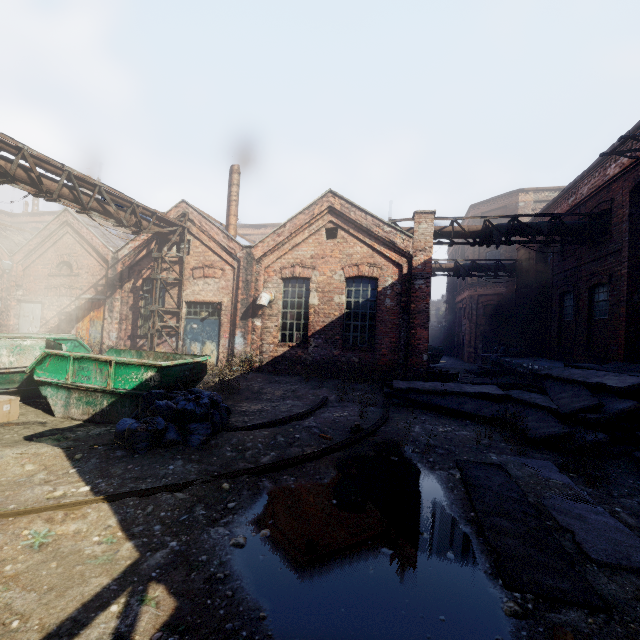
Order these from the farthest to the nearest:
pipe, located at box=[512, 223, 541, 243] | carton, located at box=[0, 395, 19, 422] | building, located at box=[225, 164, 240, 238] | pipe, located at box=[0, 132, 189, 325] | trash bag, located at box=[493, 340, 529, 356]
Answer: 1. trash bag, located at box=[493, 340, 529, 356]
2. building, located at box=[225, 164, 240, 238]
3. pipe, located at box=[512, 223, 541, 243]
4. pipe, located at box=[0, 132, 189, 325]
5. carton, located at box=[0, 395, 19, 422]

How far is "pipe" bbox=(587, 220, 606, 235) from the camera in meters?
11.6 m

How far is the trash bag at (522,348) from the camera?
17.3m

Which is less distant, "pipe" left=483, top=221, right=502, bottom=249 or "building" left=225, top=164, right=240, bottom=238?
"pipe" left=483, top=221, right=502, bottom=249

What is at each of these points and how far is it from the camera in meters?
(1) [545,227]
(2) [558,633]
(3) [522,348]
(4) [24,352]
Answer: (1) pipe, 12.0 m
(2) instancedfoliageactor, 2.4 m
(3) trash bag, 17.3 m
(4) container, 9.8 m

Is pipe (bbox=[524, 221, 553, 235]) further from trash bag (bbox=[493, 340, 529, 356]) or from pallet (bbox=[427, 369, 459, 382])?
pallet (bbox=[427, 369, 459, 382])

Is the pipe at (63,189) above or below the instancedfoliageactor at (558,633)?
above

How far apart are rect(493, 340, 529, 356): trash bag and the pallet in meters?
7.3 m
